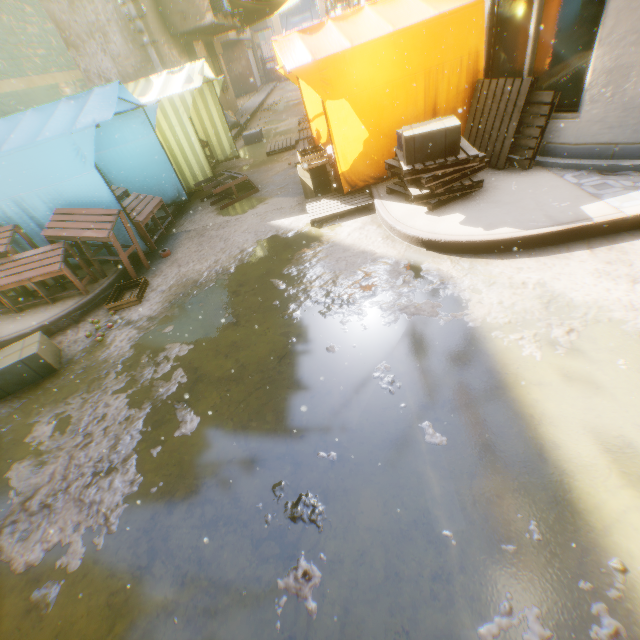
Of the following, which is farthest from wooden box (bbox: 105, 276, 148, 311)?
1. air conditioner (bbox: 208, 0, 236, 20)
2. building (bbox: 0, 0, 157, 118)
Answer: air conditioner (bbox: 208, 0, 236, 20)

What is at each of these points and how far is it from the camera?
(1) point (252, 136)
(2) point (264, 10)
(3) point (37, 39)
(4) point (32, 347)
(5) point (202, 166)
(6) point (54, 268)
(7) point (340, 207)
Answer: (1) cardboard box, 12.5 meters
(2) tent, 15.8 meters
(3) building, 8.1 meters
(4) cardboard box, 4.2 meters
(5) tent, 8.3 meters
(6) table, 5.1 meters
(7) wooden pallet, 5.9 meters

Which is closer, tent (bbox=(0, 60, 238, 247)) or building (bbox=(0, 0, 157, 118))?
tent (bbox=(0, 60, 238, 247))

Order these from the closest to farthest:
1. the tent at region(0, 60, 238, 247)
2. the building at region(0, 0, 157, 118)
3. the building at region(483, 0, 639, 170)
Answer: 1. the building at region(483, 0, 639, 170)
2. the tent at region(0, 60, 238, 247)
3. the building at region(0, 0, 157, 118)

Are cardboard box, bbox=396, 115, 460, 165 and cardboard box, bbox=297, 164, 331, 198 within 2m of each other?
yes

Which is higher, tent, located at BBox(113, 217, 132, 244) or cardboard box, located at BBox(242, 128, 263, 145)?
tent, located at BBox(113, 217, 132, 244)

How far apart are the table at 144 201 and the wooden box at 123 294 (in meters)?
0.94

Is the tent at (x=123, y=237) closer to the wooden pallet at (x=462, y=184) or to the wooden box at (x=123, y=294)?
the wooden pallet at (x=462, y=184)
